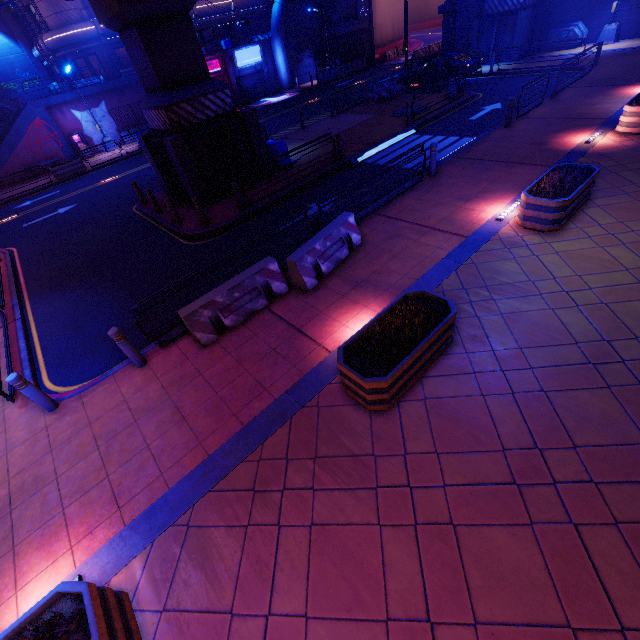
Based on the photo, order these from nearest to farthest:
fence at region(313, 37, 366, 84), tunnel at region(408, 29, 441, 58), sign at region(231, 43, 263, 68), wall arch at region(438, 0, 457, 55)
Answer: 1. wall arch at region(438, 0, 457, 55)
2. sign at region(231, 43, 263, 68)
3. fence at region(313, 37, 366, 84)
4. tunnel at region(408, 29, 441, 58)

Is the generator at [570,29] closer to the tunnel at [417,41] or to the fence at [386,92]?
the tunnel at [417,41]

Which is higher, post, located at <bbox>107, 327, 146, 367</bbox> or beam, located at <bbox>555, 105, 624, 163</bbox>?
post, located at <bbox>107, 327, 146, 367</bbox>

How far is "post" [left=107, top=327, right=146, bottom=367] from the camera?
6.43m

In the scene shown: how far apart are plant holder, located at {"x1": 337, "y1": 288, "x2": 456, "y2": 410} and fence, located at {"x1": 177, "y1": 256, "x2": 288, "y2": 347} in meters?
3.0 m

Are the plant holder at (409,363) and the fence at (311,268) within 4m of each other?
yes

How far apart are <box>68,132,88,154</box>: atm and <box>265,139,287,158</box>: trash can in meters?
22.8

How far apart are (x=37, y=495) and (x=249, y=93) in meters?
43.0 m
